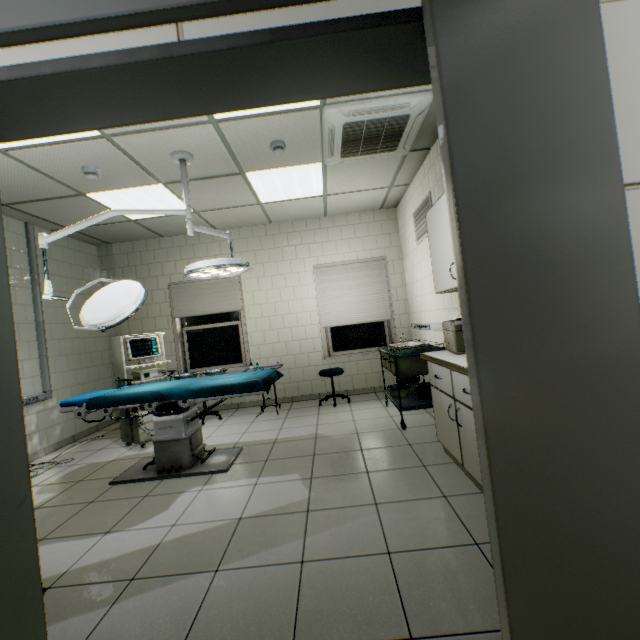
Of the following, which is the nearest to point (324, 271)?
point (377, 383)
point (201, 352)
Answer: point (377, 383)

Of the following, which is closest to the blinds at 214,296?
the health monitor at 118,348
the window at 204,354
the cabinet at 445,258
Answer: the window at 204,354

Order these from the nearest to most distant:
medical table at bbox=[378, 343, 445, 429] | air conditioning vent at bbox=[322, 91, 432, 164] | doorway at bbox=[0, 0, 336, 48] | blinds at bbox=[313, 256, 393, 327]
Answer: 1. doorway at bbox=[0, 0, 336, 48]
2. air conditioning vent at bbox=[322, 91, 432, 164]
3. medical table at bbox=[378, 343, 445, 429]
4. blinds at bbox=[313, 256, 393, 327]

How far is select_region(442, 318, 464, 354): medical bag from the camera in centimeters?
268cm

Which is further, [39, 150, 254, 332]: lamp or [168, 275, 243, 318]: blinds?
[168, 275, 243, 318]: blinds

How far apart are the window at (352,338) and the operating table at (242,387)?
2.2 meters

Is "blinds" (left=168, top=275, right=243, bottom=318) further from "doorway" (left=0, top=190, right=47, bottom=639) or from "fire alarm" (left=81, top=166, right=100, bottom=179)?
"doorway" (left=0, top=190, right=47, bottom=639)

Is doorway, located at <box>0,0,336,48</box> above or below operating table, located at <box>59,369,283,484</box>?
above
